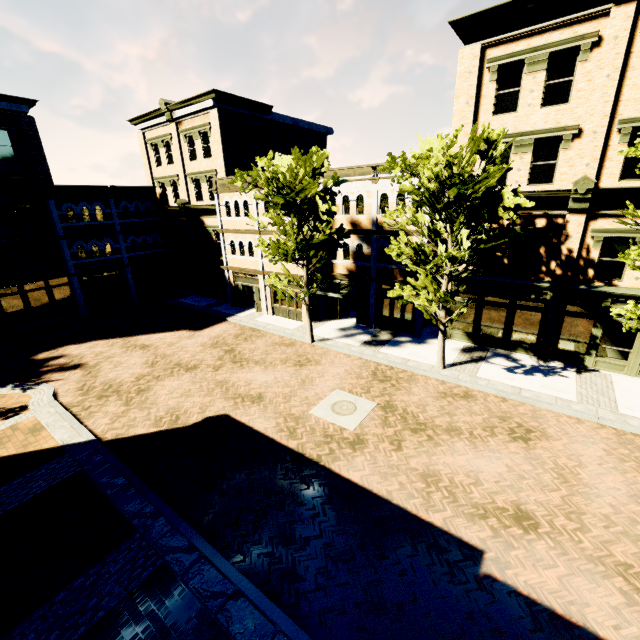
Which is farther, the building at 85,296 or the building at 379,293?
the building at 85,296

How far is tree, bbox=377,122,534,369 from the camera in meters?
11.2

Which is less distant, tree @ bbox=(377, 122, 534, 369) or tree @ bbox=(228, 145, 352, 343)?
tree @ bbox=(377, 122, 534, 369)

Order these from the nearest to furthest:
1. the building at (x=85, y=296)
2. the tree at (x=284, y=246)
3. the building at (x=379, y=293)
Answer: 1. the tree at (x=284, y=246)
2. the building at (x=379, y=293)
3. the building at (x=85, y=296)

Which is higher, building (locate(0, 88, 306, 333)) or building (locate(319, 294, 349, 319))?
building (locate(0, 88, 306, 333))

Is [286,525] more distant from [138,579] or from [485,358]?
[485,358]

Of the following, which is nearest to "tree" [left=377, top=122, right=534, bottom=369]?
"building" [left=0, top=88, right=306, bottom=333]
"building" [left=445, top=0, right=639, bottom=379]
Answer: "building" [left=445, top=0, right=639, bottom=379]

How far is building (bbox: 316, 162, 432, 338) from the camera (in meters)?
18.11
